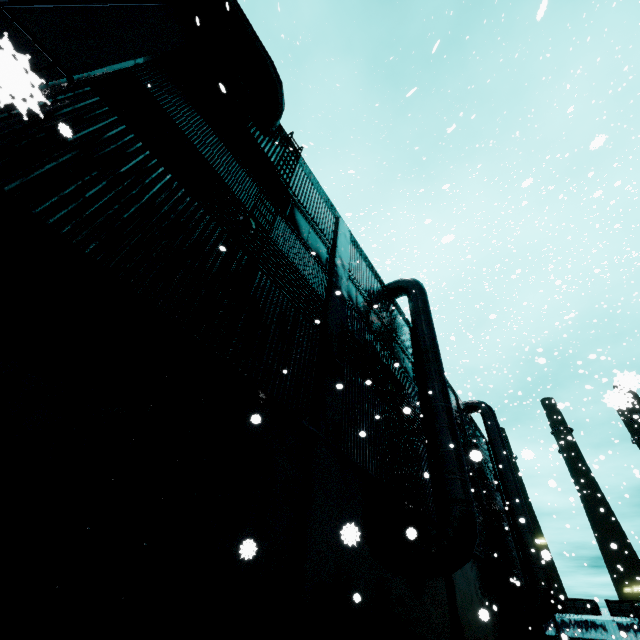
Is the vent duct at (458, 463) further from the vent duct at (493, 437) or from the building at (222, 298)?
the vent duct at (493, 437)

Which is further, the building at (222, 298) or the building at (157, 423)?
the building at (222, 298)

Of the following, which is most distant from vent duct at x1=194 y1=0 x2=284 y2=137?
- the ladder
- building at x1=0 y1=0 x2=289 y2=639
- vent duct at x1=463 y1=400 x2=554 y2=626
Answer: vent duct at x1=463 y1=400 x2=554 y2=626

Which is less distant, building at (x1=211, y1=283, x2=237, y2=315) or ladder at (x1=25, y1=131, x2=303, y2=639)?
ladder at (x1=25, y1=131, x2=303, y2=639)

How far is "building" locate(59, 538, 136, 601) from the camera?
3.12m

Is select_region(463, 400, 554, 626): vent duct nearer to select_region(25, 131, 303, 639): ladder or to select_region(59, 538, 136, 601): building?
select_region(59, 538, 136, 601): building

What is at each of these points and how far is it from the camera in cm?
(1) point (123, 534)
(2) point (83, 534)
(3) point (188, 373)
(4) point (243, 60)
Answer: (1) building, 358
(2) ladder, 306
(3) building, 502
(4) vent duct, 924
